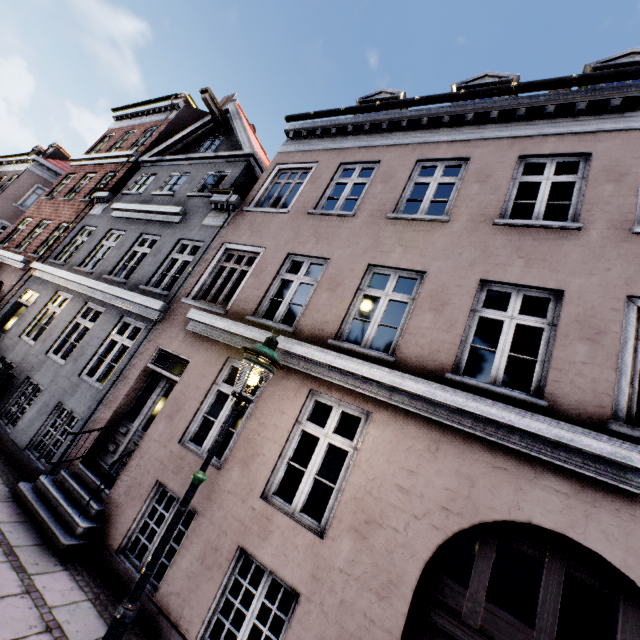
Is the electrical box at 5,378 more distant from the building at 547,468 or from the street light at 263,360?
the street light at 263,360

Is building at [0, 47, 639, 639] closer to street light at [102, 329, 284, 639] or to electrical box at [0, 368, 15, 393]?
electrical box at [0, 368, 15, 393]

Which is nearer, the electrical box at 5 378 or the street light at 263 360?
the street light at 263 360

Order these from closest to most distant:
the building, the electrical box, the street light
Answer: the street light → the building → the electrical box

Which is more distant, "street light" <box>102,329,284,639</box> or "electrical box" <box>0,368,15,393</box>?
"electrical box" <box>0,368,15,393</box>

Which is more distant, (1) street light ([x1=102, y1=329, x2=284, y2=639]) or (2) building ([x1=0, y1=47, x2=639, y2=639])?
(2) building ([x1=0, y1=47, x2=639, y2=639])

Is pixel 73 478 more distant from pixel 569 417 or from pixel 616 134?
pixel 616 134
